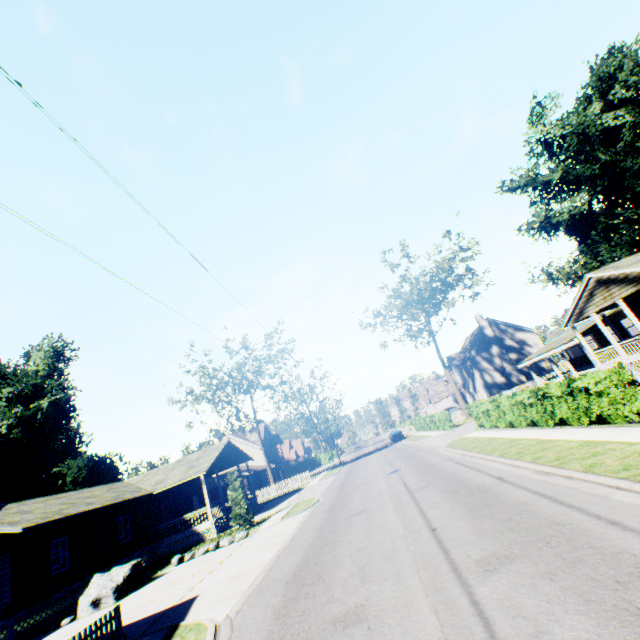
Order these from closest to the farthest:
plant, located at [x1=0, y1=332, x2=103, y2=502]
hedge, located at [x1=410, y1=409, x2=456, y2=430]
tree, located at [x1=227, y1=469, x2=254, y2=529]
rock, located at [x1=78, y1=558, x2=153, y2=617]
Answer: rock, located at [x1=78, y1=558, x2=153, y2=617]
tree, located at [x1=227, y1=469, x2=254, y2=529]
plant, located at [x1=0, y1=332, x2=103, y2=502]
hedge, located at [x1=410, y1=409, x2=456, y2=430]

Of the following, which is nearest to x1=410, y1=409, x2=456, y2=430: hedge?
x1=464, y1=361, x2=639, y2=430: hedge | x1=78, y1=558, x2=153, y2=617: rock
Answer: x1=464, y1=361, x2=639, y2=430: hedge

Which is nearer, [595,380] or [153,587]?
[595,380]

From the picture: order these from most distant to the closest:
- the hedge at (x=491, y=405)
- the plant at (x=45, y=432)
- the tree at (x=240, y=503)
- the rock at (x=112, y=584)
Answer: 1. the plant at (x=45, y=432)
2. the tree at (x=240, y=503)
3. the rock at (x=112, y=584)
4. the hedge at (x=491, y=405)

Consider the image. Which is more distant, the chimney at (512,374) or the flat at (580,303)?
the chimney at (512,374)

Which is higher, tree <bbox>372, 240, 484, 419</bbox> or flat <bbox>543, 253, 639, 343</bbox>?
tree <bbox>372, 240, 484, 419</bbox>

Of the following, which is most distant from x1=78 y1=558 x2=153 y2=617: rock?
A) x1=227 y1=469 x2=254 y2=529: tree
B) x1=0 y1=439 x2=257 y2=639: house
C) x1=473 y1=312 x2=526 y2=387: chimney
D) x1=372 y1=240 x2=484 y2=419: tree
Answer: x1=473 y1=312 x2=526 y2=387: chimney

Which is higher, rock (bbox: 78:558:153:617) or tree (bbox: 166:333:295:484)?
tree (bbox: 166:333:295:484)
